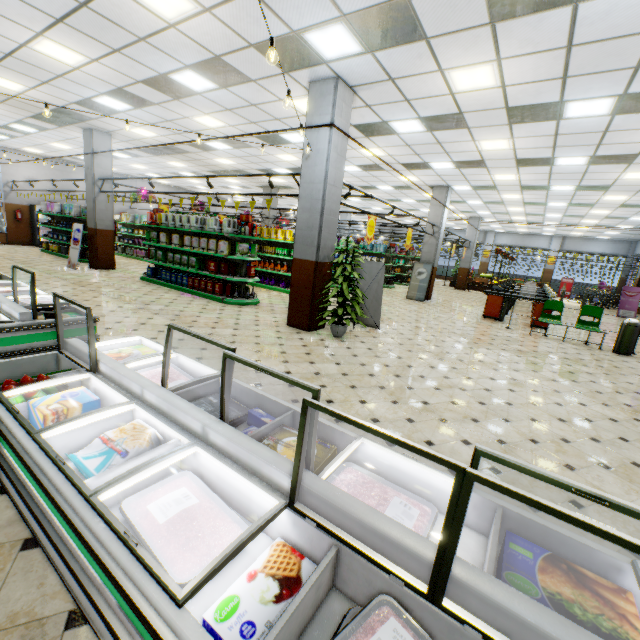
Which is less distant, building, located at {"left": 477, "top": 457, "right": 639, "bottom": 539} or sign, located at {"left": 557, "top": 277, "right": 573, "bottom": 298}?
building, located at {"left": 477, "top": 457, "right": 639, "bottom": 539}

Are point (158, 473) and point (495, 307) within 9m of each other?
no

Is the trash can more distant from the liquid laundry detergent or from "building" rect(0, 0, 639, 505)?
the liquid laundry detergent

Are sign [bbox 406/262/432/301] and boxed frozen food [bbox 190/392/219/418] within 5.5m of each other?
no

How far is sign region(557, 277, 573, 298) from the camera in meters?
26.6

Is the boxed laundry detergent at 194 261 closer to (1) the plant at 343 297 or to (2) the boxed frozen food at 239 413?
(1) the plant at 343 297

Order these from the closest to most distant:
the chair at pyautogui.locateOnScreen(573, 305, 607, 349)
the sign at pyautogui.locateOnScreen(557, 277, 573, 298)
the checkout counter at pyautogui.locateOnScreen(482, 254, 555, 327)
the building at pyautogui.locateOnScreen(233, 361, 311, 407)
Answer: the building at pyautogui.locateOnScreen(233, 361, 311, 407) → the chair at pyautogui.locateOnScreen(573, 305, 607, 349) → the checkout counter at pyautogui.locateOnScreen(482, 254, 555, 327) → the sign at pyautogui.locateOnScreen(557, 277, 573, 298)

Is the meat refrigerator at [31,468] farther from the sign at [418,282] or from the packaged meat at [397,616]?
the sign at [418,282]
